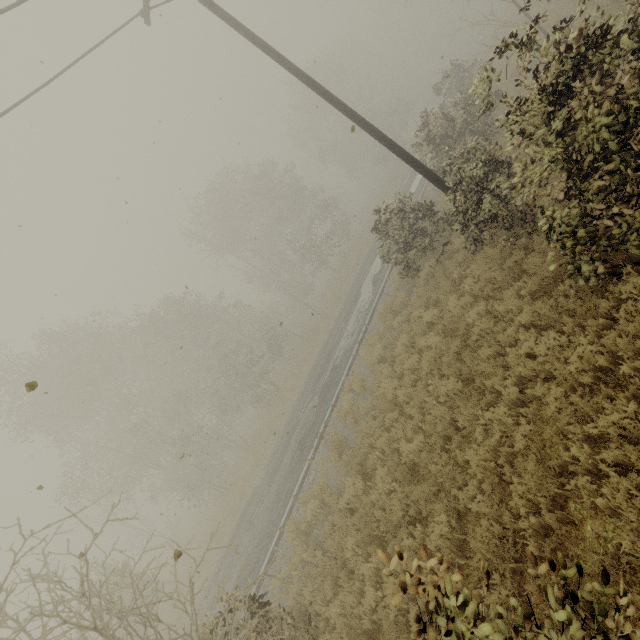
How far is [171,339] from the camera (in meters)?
24.61
